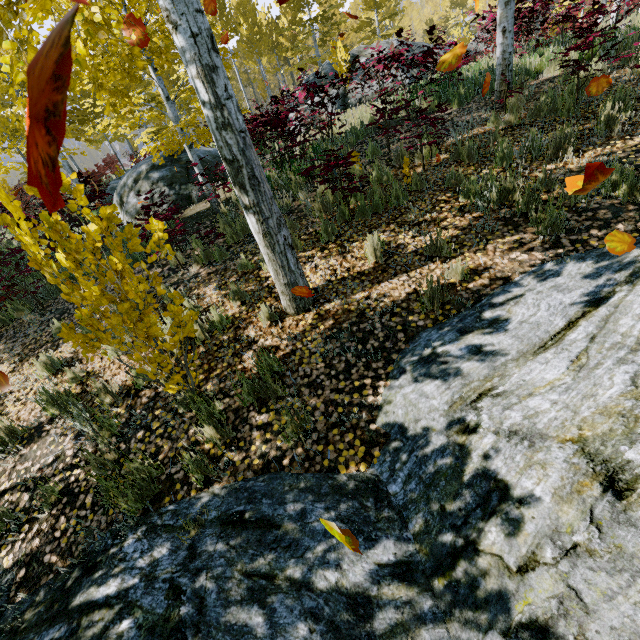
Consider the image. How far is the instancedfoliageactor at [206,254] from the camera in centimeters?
562cm

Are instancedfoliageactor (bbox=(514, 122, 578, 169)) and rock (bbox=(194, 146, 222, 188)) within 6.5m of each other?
no

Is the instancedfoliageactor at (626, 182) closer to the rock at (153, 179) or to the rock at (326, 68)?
the rock at (153, 179)

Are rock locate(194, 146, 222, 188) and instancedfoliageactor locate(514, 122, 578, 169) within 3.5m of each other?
no

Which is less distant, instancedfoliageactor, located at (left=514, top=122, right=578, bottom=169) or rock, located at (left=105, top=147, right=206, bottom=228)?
instancedfoliageactor, located at (left=514, top=122, right=578, bottom=169)

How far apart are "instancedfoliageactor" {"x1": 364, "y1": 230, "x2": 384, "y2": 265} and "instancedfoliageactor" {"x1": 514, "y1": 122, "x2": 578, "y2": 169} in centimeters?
285cm

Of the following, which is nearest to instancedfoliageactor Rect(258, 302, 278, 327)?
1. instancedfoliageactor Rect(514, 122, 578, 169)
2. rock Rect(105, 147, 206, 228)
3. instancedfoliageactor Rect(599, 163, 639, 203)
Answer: rock Rect(105, 147, 206, 228)

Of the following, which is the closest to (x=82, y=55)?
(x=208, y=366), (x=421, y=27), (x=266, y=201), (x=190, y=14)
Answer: (x=190, y=14)
